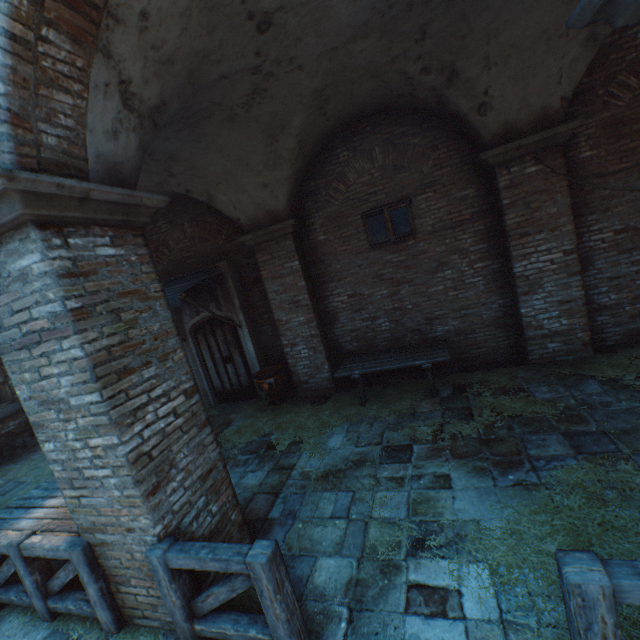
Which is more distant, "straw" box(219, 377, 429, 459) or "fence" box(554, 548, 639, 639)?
"straw" box(219, 377, 429, 459)

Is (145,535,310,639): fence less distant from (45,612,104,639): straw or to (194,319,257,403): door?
(45,612,104,639): straw

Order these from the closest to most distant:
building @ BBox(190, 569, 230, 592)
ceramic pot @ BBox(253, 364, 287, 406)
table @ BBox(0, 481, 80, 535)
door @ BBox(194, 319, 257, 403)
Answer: building @ BBox(190, 569, 230, 592)
table @ BBox(0, 481, 80, 535)
ceramic pot @ BBox(253, 364, 287, 406)
door @ BBox(194, 319, 257, 403)

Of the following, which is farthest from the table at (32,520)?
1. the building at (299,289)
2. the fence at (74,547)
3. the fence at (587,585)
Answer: the building at (299,289)

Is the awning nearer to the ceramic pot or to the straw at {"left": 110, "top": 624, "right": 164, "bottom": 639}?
the ceramic pot

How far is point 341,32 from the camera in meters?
3.8

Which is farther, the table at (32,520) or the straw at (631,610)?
the table at (32,520)

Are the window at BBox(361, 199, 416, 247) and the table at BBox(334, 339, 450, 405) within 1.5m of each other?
→ no
